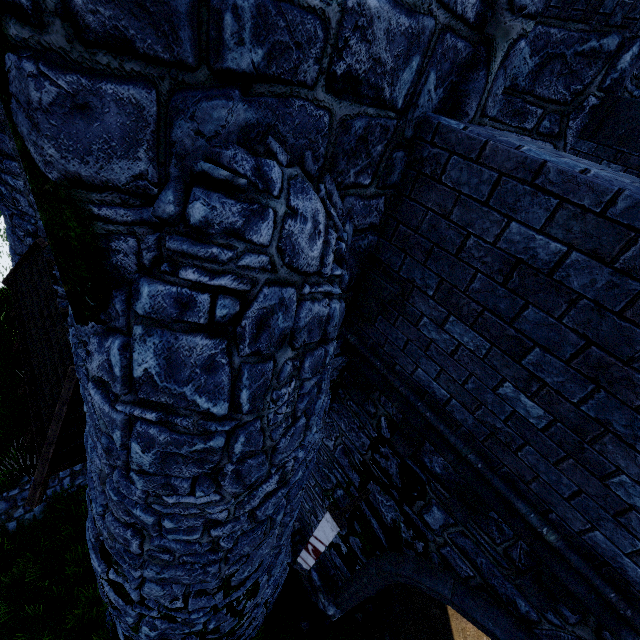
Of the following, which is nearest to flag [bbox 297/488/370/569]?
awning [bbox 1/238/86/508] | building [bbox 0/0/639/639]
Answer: building [bbox 0/0/639/639]

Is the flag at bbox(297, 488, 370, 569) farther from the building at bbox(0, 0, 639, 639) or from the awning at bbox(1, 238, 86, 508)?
the awning at bbox(1, 238, 86, 508)

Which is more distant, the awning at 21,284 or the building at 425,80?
the awning at 21,284

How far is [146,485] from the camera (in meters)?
2.79

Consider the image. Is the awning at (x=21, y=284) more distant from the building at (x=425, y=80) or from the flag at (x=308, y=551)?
the flag at (x=308, y=551)

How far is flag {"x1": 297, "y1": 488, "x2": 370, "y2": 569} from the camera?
5.0m
